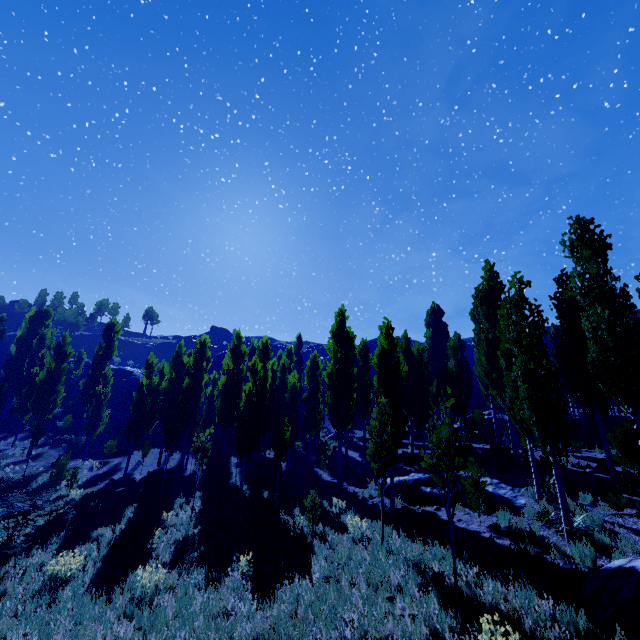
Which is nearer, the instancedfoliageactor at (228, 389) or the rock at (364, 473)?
the instancedfoliageactor at (228, 389)

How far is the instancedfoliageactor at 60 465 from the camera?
19.9m

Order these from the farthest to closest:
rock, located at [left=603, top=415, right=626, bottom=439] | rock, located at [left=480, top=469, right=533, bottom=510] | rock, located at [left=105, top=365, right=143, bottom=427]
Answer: rock, located at [left=105, top=365, right=143, bottom=427], rock, located at [left=603, top=415, right=626, bottom=439], rock, located at [left=480, top=469, right=533, bottom=510]

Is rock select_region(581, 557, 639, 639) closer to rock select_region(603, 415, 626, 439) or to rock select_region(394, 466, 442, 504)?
rock select_region(394, 466, 442, 504)

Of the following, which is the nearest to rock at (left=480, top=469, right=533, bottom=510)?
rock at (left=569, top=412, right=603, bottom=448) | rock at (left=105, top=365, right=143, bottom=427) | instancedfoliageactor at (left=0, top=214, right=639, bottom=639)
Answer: instancedfoliageactor at (left=0, top=214, right=639, bottom=639)

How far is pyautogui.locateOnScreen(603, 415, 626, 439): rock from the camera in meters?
20.4 m

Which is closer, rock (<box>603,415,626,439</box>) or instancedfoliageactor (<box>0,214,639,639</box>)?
instancedfoliageactor (<box>0,214,639,639</box>)

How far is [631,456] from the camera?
8.93m
